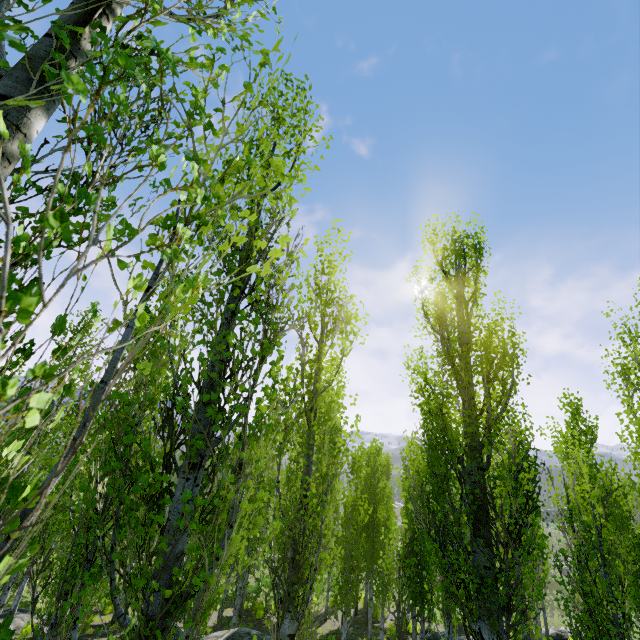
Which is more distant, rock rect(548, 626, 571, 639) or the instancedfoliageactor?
rock rect(548, 626, 571, 639)

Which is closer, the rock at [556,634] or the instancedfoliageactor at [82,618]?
the instancedfoliageactor at [82,618]

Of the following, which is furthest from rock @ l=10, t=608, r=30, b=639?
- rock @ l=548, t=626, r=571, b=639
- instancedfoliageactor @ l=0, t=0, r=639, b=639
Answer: rock @ l=548, t=626, r=571, b=639

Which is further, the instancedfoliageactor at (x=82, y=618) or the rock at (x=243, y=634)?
the rock at (x=243, y=634)

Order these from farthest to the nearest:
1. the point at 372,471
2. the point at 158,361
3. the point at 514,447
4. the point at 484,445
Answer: the point at 372,471 < the point at 514,447 < the point at 484,445 < the point at 158,361

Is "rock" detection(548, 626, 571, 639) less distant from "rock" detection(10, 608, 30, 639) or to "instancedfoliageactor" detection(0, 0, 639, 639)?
"instancedfoliageactor" detection(0, 0, 639, 639)

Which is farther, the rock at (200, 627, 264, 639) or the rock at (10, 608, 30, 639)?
the rock at (10, 608, 30, 639)

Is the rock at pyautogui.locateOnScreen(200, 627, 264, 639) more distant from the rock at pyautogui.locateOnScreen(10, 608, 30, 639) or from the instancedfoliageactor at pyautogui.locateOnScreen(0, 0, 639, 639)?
the rock at pyautogui.locateOnScreen(10, 608, 30, 639)
